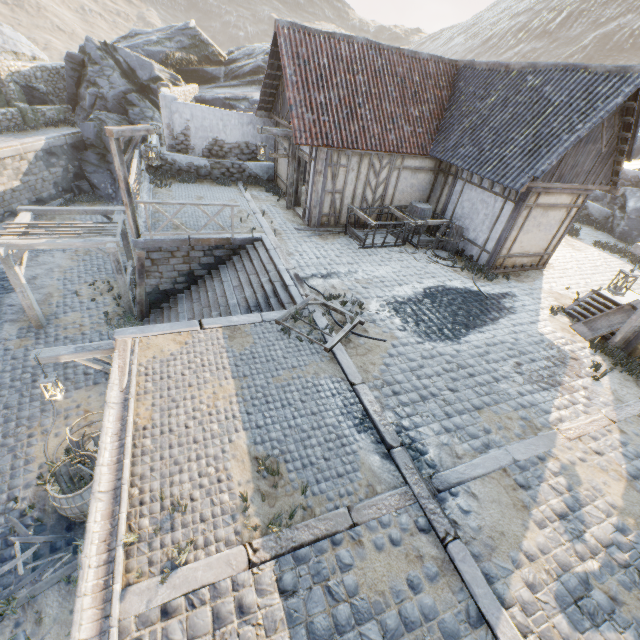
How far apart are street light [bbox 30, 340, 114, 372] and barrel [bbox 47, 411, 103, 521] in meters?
1.2 m

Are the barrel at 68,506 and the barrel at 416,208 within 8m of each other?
no

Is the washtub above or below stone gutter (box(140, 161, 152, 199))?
above

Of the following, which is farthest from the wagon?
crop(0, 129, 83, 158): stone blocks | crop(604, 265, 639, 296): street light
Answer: crop(604, 265, 639, 296): street light

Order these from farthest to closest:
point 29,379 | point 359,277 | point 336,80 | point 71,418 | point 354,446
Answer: point 336,80
point 359,277
point 29,379
point 71,418
point 354,446

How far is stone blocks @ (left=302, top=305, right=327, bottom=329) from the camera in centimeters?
774cm

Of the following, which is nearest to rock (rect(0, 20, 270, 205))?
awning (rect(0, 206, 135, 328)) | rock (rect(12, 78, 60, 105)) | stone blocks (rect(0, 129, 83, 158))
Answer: stone blocks (rect(0, 129, 83, 158))

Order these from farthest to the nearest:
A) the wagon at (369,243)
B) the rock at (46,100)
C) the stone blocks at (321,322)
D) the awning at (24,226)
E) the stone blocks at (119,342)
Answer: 1. the rock at (46,100)
2. the wagon at (369,243)
3. the awning at (24,226)
4. the stone blocks at (321,322)
5. the stone blocks at (119,342)
